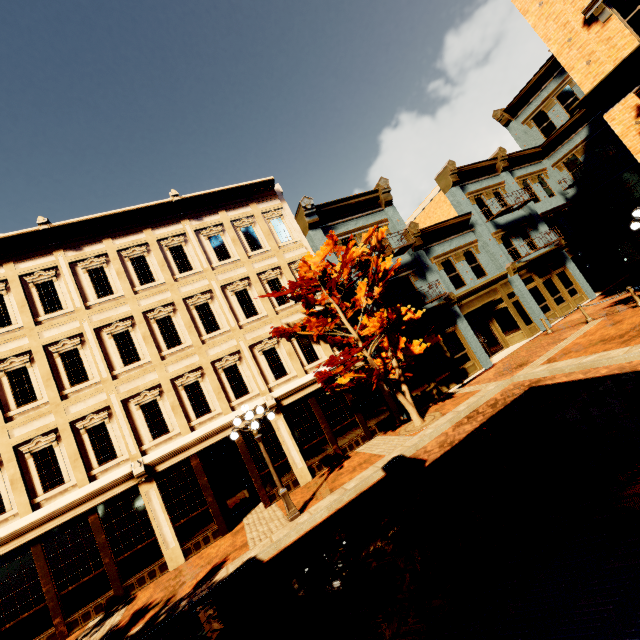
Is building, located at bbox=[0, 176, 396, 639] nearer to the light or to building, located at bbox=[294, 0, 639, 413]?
building, located at bbox=[294, 0, 639, 413]

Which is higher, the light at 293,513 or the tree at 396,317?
the tree at 396,317

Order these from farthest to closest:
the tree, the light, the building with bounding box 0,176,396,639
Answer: the tree, the building with bounding box 0,176,396,639, the light

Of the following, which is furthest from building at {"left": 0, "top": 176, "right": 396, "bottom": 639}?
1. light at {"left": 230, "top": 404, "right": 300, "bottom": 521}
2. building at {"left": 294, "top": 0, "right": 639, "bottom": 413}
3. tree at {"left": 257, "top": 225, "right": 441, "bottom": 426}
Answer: light at {"left": 230, "top": 404, "right": 300, "bottom": 521}

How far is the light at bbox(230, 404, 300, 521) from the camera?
9.5 meters

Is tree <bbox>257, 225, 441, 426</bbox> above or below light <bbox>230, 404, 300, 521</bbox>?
above

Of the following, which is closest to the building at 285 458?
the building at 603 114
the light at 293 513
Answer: the building at 603 114

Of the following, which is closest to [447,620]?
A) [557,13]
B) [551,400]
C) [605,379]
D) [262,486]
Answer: [551,400]
